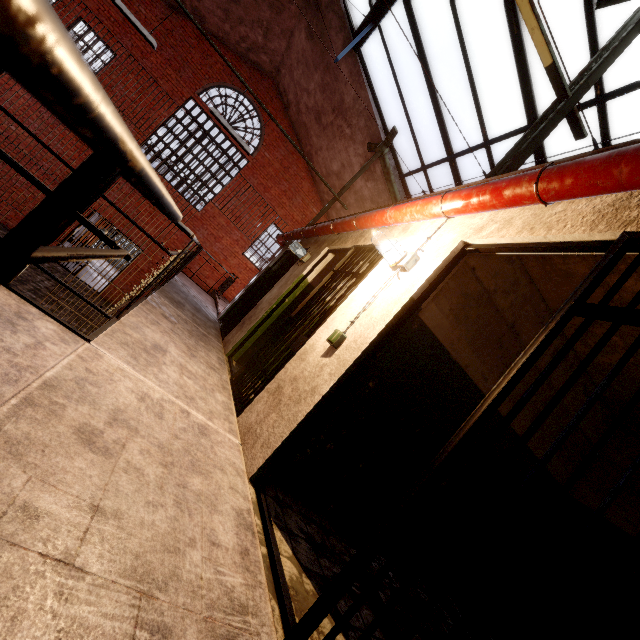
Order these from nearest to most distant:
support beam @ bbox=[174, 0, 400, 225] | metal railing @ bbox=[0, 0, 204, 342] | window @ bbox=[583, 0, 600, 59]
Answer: metal railing @ bbox=[0, 0, 204, 342], window @ bbox=[583, 0, 600, 59], support beam @ bbox=[174, 0, 400, 225]

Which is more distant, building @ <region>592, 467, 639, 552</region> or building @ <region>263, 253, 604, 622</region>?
building @ <region>592, 467, 639, 552</region>

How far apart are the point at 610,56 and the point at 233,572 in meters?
5.1 m

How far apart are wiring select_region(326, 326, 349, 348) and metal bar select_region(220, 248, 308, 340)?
3.5m

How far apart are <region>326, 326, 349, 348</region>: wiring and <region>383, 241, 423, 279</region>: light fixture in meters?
0.1 m

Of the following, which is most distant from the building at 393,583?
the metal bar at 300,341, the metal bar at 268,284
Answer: the metal bar at 268,284

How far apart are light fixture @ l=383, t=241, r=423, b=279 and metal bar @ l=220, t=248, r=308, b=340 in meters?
3.4 m

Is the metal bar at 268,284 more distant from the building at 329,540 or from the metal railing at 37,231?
the metal railing at 37,231
